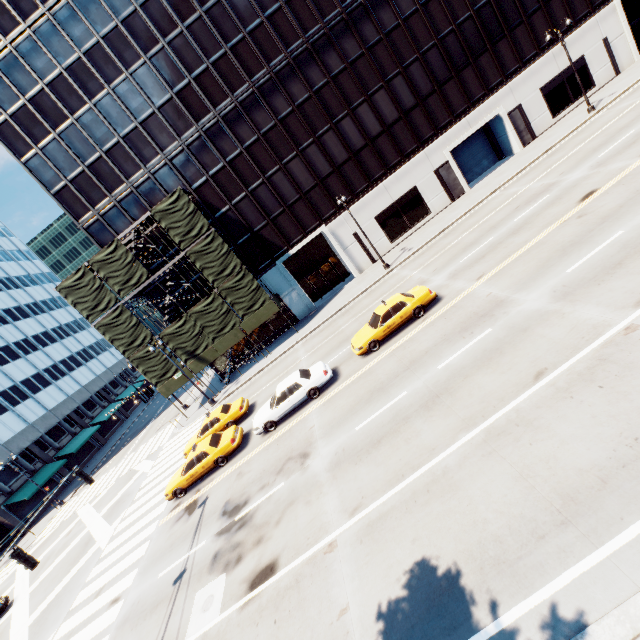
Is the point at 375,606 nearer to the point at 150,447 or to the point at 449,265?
the point at 449,265

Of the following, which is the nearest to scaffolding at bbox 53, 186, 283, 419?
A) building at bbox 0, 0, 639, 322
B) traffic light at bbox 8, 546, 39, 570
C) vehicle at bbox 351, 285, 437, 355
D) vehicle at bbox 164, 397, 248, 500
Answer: building at bbox 0, 0, 639, 322

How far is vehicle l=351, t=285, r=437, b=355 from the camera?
16.7 meters

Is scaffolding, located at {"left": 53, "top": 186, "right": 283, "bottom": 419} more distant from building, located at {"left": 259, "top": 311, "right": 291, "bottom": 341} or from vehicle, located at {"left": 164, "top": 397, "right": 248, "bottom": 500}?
vehicle, located at {"left": 164, "top": 397, "right": 248, "bottom": 500}

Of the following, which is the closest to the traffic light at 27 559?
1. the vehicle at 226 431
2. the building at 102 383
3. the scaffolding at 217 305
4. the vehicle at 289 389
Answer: the vehicle at 226 431

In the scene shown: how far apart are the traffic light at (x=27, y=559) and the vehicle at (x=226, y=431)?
7.0m

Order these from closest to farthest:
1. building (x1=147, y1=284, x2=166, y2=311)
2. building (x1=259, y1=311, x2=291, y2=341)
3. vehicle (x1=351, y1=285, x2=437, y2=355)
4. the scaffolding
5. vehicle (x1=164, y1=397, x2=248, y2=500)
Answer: vehicle (x1=351, y1=285, x2=437, y2=355), vehicle (x1=164, y1=397, x2=248, y2=500), the scaffolding, building (x1=147, y1=284, x2=166, y2=311), building (x1=259, y1=311, x2=291, y2=341)

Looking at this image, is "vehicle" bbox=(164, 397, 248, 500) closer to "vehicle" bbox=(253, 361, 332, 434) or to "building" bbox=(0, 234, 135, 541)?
"vehicle" bbox=(253, 361, 332, 434)
